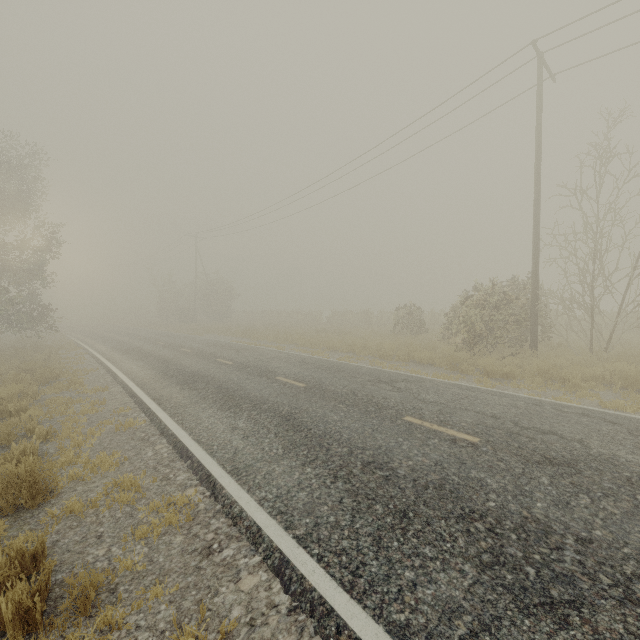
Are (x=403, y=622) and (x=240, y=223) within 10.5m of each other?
no
